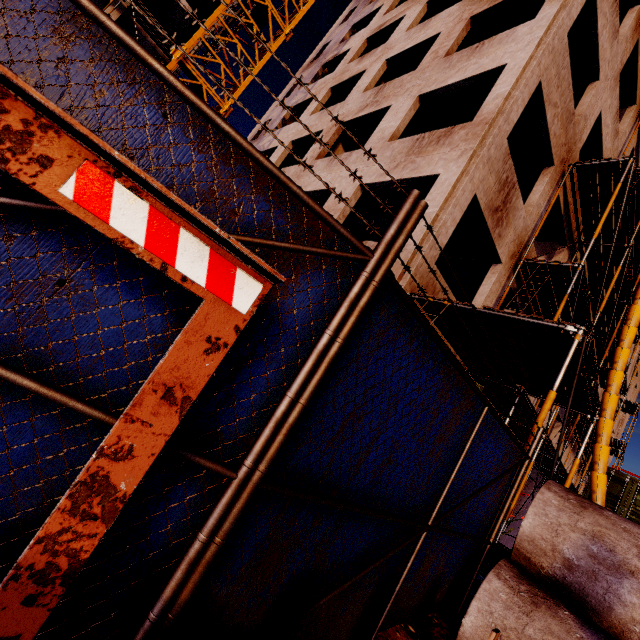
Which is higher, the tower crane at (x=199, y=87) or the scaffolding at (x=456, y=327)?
the tower crane at (x=199, y=87)

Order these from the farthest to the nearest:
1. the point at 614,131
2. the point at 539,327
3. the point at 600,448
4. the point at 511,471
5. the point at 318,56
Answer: the point at 318,56
the point at 614,131
the point at 600,448
the point at 539,327
the point at 511,471

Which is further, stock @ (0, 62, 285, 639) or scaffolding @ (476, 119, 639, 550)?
scaffolding @ (476, 119, 639, 550)

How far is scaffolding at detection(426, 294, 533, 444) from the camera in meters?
6.3 m

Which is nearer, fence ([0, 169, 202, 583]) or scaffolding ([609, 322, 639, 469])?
fence ([0, 169, 202, 583])

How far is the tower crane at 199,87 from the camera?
12.7 meters

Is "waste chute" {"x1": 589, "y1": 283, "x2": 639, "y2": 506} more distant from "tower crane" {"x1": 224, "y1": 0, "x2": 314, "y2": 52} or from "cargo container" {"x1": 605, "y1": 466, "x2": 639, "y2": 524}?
"tower crane" {"x1": 224, "y1": 0, "x2": 314, "y2": 52}

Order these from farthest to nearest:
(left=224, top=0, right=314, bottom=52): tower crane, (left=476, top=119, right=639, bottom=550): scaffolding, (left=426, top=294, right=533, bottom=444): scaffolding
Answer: (left=224, top=0, right=314, bottom=52): tower crane → (left=426, top=294, right=533, bottom=444): scaffolding → (left=476, top=119, right=639, bottom=550): scaffolding
